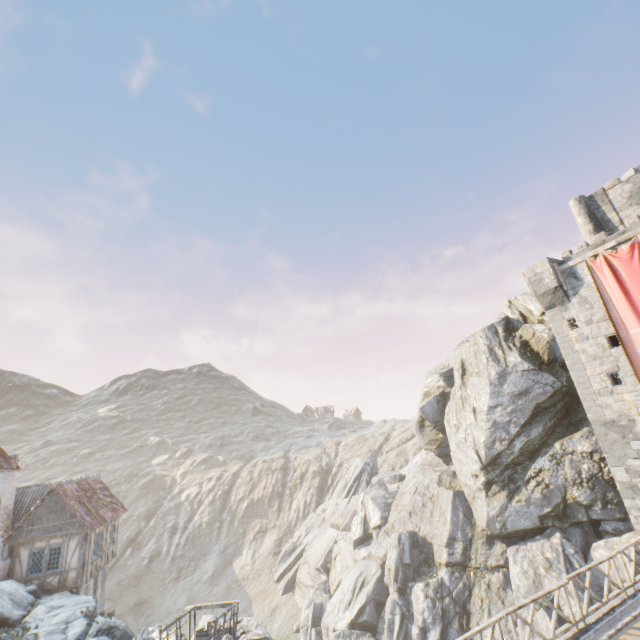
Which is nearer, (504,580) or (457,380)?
(504,580)

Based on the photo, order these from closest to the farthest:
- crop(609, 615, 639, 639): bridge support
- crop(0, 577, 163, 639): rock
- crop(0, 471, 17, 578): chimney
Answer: crop(609, 615, 639, 639): bridge support → crop(0, 577, 163, 639): rock → crop(0, 471, 17, 578): chimney

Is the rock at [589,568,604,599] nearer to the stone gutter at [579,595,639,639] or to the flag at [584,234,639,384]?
the stone gutter at [579,595,639,639]

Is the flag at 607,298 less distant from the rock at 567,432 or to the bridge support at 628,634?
the rock at 567,432

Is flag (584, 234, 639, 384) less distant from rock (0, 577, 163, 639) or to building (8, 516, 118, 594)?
rock (0, 577, 163, 639)

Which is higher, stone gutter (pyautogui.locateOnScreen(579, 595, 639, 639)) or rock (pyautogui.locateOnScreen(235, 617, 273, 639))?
rock (pyautogui.locateOnScreen(235, 617, 273, 639))

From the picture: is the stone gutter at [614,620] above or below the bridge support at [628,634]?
above

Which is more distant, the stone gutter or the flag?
Answer: the flag
